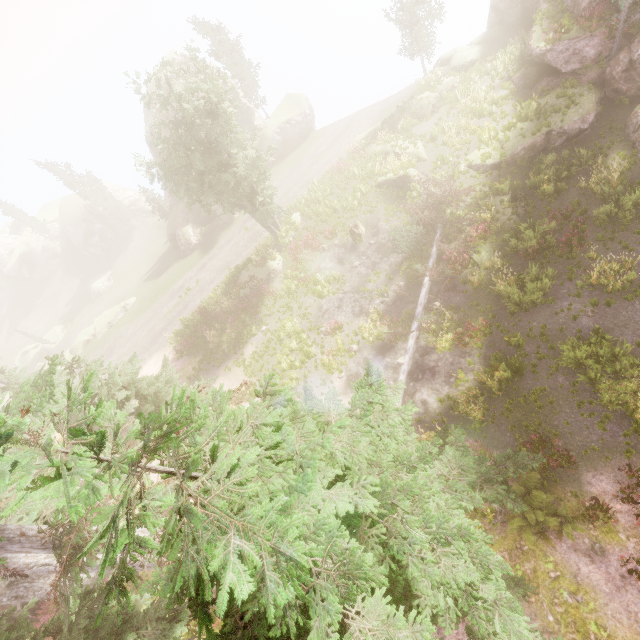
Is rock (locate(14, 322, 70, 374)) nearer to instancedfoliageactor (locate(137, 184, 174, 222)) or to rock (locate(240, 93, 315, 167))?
instancedfoliageactor (locate(137, 184, 174, 222))

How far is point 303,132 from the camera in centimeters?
3709cm

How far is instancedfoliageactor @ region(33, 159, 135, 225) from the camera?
46.06m

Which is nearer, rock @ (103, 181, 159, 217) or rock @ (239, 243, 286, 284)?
rock @ (239, 243, 286, 284)

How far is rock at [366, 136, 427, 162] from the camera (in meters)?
23.05

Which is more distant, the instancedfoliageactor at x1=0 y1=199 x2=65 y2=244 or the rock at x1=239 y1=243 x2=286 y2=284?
the instancedfoliageactor at x1=0 y1=199 x2=65 y2=244

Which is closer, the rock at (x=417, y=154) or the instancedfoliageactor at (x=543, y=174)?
the instancedfoliageactor at (x=543, y=174)

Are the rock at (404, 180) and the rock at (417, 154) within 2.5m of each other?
yes
